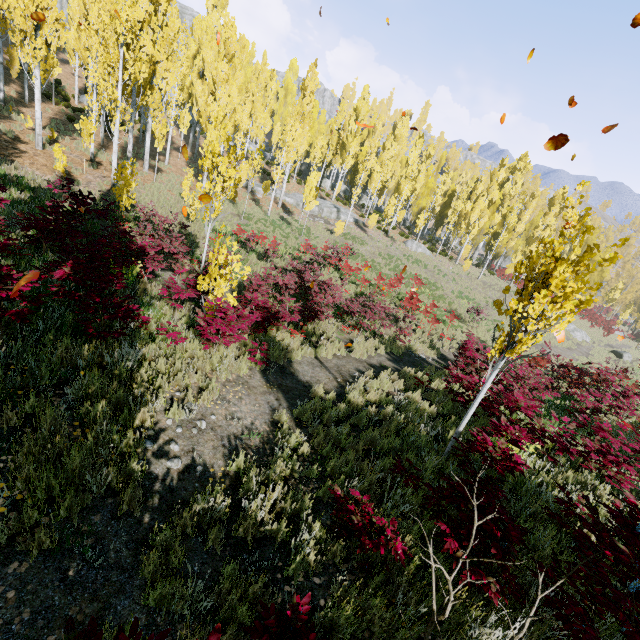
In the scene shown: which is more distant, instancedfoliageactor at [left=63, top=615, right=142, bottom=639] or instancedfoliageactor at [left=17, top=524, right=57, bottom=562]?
instancedfoliageactor at [left=17, top=524, right=57, bottom=562]

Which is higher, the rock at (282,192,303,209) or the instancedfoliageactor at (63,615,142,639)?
the rock at (282,192,303,209)

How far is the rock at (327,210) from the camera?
33.8 meters

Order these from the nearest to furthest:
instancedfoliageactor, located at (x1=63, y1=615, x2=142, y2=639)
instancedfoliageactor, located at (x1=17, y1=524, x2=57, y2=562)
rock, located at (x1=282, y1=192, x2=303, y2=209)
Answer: instancedfoliageactor, located at (x1=63, y1=615, x2=142, y2=639) < instancedfoliageactor, located at (x1=17, y1=524, x2=57, y2=562) < rock, located at (x1=282, y1=192, x2=303, y2=209)

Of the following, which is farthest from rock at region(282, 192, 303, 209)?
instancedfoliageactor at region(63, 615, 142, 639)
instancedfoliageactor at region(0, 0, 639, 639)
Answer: instancedfoliageactor at region(63, 615, 142, 639)

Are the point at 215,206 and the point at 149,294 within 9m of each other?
yes

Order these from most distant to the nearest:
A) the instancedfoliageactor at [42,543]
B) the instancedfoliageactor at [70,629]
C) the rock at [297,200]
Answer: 1. the rock at [297,200]
2. the instancedfoliageactor at [42,543]
3. the instancedfoliageactor at [70,629]

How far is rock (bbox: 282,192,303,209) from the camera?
33.5 meters
